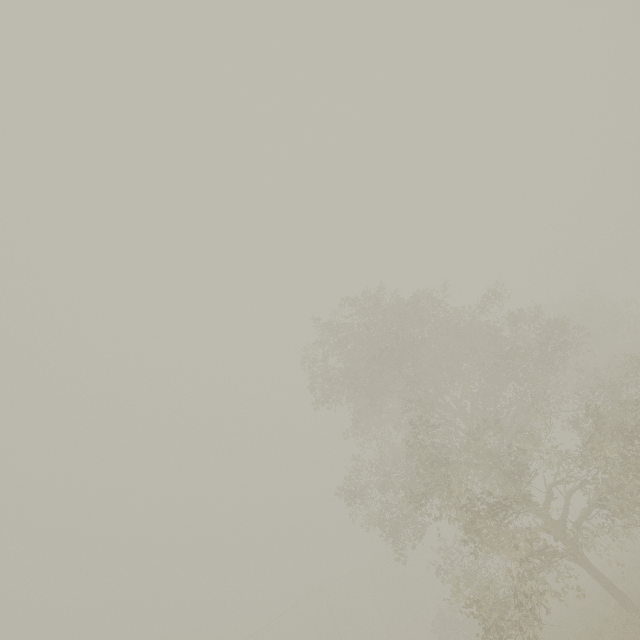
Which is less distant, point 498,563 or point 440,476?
point 440,476
